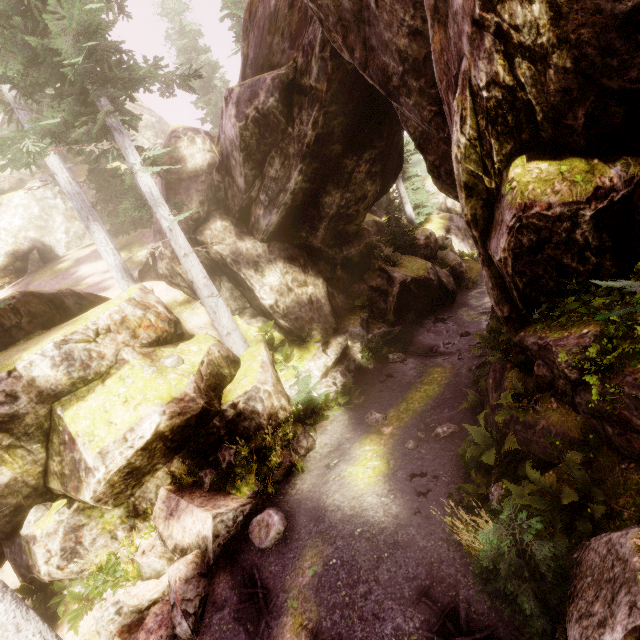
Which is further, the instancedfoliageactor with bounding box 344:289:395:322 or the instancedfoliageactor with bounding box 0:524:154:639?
the instancedfoliageactor with bounding box 344:289:395:322

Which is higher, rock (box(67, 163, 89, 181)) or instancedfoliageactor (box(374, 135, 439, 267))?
rock (box(67, 163, 89, 181))

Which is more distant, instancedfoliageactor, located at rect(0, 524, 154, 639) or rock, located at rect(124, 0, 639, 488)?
instancedfoliageactor, located at rect(0, 524, 154, 639)

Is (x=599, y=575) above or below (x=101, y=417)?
below

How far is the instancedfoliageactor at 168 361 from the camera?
10.37m

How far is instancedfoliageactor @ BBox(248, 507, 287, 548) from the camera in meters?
8.0
